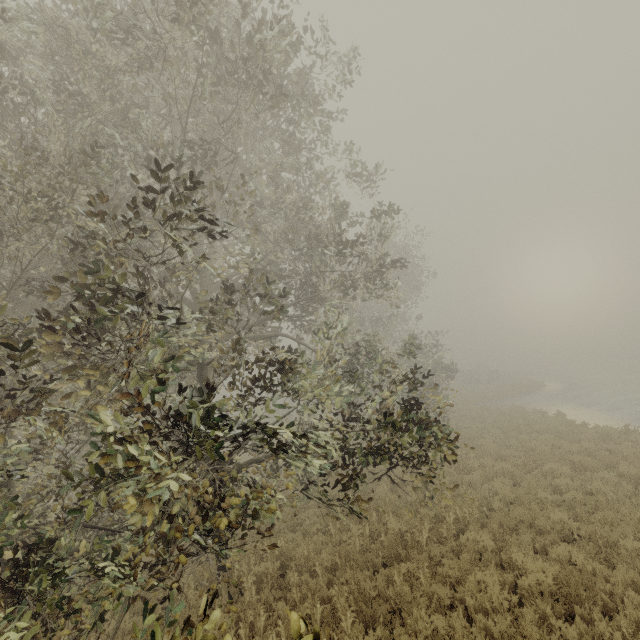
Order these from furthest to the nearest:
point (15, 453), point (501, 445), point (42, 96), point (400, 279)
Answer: point (400, 279)
point (501, 445)
point (42, 96)
point (15, 453)
